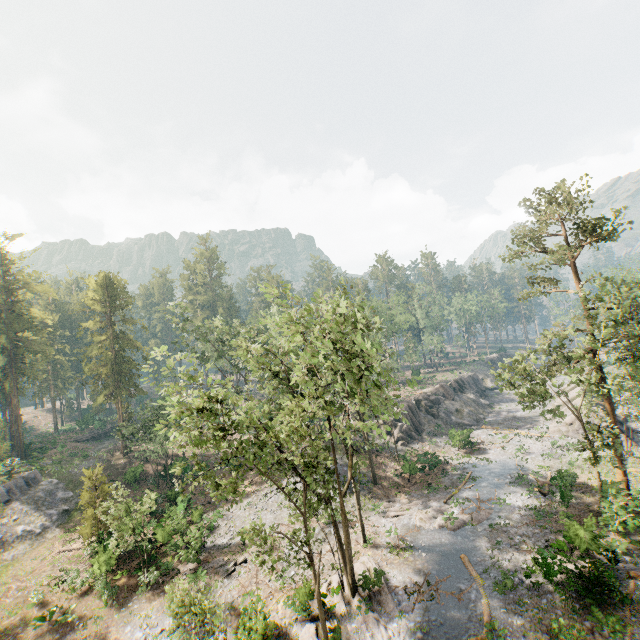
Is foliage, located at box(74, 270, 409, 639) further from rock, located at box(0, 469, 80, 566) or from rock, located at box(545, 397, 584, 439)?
rock, located at box(545, 397, 584, 439)

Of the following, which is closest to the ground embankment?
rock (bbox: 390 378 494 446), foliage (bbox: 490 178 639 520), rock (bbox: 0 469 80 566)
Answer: foliage (bbox: 490 178 639 520)

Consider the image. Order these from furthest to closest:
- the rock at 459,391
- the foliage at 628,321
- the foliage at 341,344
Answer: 1. the rock at 459,391
2. the foliage at 628,321
3. the foliage at 341,344

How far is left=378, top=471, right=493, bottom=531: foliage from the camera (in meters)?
25.84

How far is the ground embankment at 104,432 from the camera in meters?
48.2

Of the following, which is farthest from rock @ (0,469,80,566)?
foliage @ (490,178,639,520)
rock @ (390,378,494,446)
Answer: rock @ (390,378,494,446)

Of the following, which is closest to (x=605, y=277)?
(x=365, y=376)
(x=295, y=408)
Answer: (x=365, y=376)

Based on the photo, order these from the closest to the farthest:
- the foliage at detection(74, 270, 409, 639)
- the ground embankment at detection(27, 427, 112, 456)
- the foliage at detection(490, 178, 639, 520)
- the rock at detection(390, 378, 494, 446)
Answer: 1. the foliage at detection(74, 270, 409, 639)
2. the foliage at detection(490, 178, 639, 520)
3. the rock at detection(390, 378, 494, 446)
4. the ground embankment at detection(27, 427, 112, 456)
